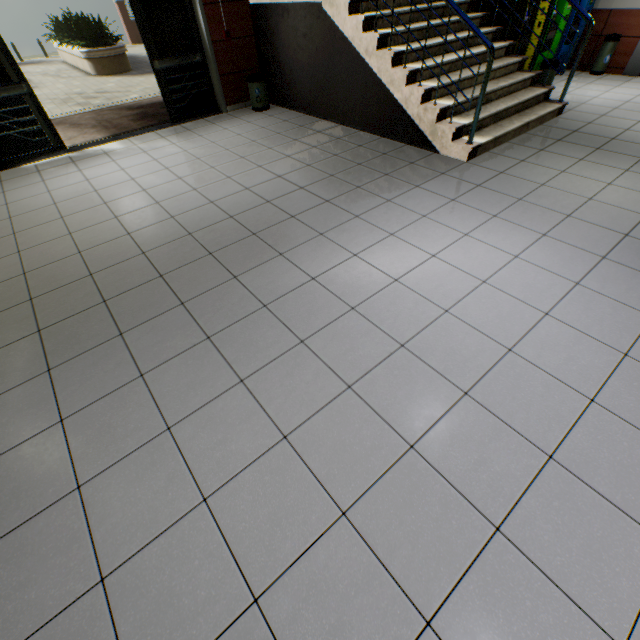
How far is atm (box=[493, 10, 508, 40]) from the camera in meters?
5.6 m

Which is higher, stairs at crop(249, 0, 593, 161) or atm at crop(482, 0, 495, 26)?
atm at crop(482, 0, 495, 26)

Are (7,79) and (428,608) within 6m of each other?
no

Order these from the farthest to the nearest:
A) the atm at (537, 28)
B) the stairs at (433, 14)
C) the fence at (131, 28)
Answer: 1. the fence at (131, 28)
2. the atm at (537, 28)
3. the stairs at (433, 14)

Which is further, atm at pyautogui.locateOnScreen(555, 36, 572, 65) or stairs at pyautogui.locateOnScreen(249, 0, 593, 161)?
atm at pyautogui.locateOnScreen(555, 36, 572, 65)

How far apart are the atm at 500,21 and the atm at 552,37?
0.2 meters

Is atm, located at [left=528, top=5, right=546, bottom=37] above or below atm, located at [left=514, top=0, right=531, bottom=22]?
below

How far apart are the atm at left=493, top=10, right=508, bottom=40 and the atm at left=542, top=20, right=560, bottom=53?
0.22m
